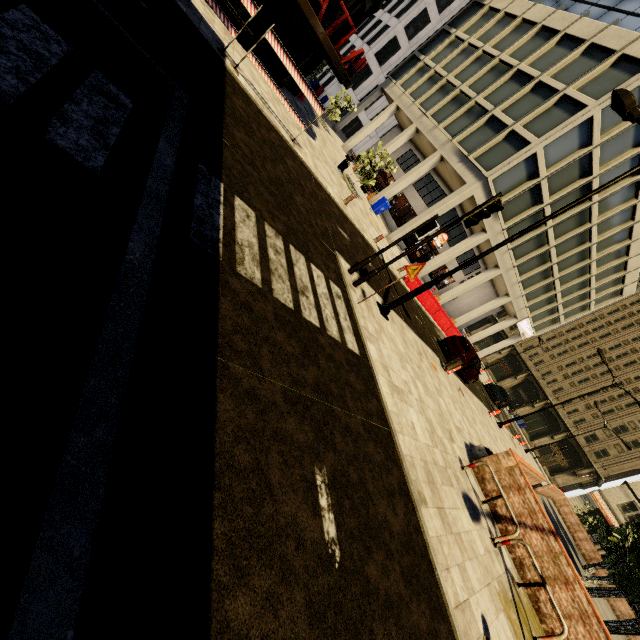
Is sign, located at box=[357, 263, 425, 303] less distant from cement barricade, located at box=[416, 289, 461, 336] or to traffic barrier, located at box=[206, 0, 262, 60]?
traffic barrier, located at box=[206, 0, 262, 60]

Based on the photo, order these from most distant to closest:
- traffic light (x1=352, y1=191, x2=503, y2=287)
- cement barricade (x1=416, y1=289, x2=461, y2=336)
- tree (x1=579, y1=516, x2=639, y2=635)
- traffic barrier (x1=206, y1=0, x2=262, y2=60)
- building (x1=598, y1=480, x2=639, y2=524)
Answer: building (x1=598, y1=480, x2=639, y2=524)
cement barricade (x1=416, y1=289, x2=461, y2=336)
tree (x1=579, y1=516, x2=639, y2=635)
traffic barrier (x1=206, y1=0, x2=262, y2=60)
traffic light (x1=352, y1=191, x2=503, y2=287)

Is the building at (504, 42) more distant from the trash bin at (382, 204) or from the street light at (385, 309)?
the street light at (385, 309)

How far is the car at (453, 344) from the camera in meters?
17.0

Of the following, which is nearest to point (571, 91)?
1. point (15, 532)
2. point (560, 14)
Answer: point (560, 14)

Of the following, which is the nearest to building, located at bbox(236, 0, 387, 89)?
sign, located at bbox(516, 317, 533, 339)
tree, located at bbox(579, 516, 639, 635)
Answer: tree, located at bbox(579, 516, 639, 635)

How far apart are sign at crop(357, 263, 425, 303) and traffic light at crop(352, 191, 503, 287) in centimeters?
53cm

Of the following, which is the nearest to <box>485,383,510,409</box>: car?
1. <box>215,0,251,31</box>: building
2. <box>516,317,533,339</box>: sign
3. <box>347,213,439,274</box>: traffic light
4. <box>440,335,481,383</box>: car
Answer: <box>516,317,533,339</box>: sign
